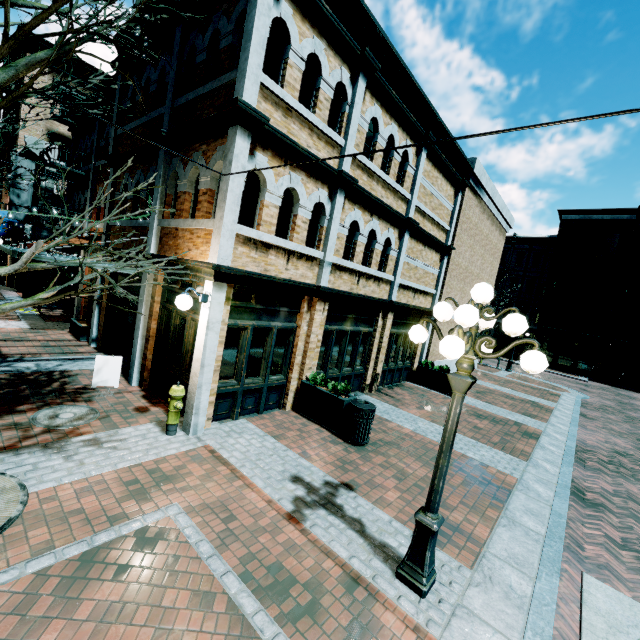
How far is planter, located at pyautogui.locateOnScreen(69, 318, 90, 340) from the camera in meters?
11.1 m

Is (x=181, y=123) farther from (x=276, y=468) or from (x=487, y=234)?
(x=487, y=234)

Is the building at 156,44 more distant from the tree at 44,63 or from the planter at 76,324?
the tree at 44,63

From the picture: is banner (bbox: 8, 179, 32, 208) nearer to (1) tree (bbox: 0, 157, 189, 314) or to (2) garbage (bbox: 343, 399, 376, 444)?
(1) tree (bbox: 0, 157, 189, 314)

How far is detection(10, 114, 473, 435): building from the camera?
6.6 meters

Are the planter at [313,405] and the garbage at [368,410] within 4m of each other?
yes

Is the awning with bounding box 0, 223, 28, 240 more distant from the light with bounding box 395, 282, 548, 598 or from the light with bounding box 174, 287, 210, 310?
the light with bounding box 395, 282, 548, 598

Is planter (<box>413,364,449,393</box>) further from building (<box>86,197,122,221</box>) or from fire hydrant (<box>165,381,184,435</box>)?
fire hydrant (<box>165,381,184,435</box>)
